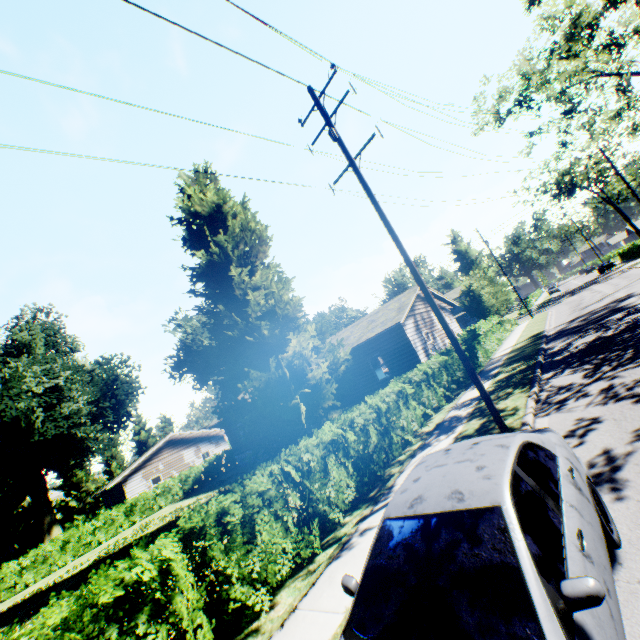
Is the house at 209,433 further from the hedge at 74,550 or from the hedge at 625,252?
the hedge at 625,252

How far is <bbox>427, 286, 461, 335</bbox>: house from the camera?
24.5m

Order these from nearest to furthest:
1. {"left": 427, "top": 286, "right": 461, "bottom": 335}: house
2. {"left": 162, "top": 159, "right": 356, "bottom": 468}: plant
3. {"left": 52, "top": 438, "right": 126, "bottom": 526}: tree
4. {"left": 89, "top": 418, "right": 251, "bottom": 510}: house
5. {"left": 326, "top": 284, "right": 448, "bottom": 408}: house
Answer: {"left": 162, "top": 159, "right": 356, "bottom": 468}: plant, {"left": 326, "top": 284, "right": 448, "bottom": 408}: house, {"left": 427, "top": 286, "right": 461, "bottom": 335}: house, {"left": 89, "top": 418, "right": 251, "bottom": 510}: house, {"left": 52, "top": 438, "right": 126, "bottom": 526}: tree

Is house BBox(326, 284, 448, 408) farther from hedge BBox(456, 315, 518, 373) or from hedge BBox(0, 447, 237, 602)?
hedge BBox(0, 447, 237, 602)

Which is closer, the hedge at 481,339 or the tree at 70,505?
the hedge at 481,339

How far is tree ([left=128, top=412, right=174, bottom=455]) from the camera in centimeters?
5541cm

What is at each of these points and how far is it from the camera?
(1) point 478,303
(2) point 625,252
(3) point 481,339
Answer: (1) tree, 29.4m
(2) hedge, 54.7m
(3) hedge, 22.9m

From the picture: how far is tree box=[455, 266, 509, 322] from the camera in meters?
29.2
